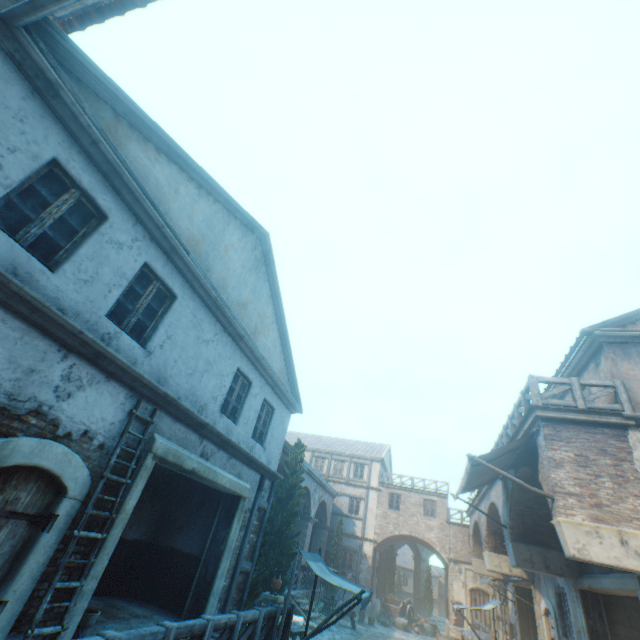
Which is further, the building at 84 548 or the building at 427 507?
the building at 427 507

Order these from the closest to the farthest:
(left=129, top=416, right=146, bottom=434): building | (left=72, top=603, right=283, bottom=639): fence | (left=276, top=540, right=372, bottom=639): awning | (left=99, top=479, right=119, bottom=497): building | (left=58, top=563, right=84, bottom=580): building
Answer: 1. (left=72, top=603, right=283, bottom=639): fence
2. (left=58, top=563, right=84, bottom=580): building
3. (left=99, top=479, right=119, bottom=497): building
4. (left=129, top=416, right=146, bottom=434): building
5. (left=276, top=540, right=372, bottom=639): awning

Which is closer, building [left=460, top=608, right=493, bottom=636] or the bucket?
the bucket

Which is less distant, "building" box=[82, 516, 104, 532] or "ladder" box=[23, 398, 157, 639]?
"ladder" box=[23, 398, 157, 639]

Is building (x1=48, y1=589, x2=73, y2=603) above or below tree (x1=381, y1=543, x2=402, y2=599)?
below

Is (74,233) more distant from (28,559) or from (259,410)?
(259,410)

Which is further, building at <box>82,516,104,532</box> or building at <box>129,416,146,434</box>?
building at <box>129,416,146,434</box>

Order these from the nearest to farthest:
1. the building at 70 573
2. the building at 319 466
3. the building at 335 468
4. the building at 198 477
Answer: the building at 198 477
the building at 70 573
the building at 335 468
the building at 319 466
